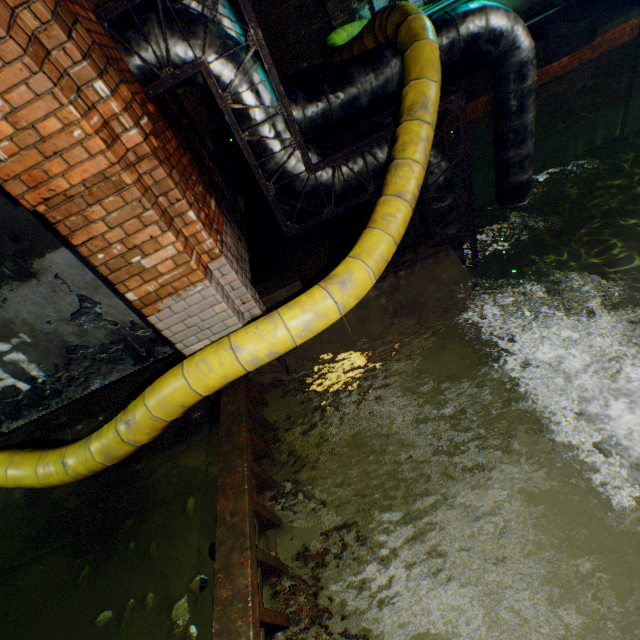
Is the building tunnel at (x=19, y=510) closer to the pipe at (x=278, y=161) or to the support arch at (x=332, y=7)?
the pipe at (x=278, y=161)

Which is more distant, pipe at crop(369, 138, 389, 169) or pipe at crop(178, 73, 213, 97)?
pipe at crop(369, 138, 389, 169)

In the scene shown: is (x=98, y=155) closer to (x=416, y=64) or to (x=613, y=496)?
(x=416, y=64)

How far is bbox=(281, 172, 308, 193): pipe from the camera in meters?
4.1 m

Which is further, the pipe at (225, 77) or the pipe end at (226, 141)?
the pipe end at (226, 141)

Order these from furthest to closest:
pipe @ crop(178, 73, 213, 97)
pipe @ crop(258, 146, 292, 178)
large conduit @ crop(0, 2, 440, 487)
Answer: pipe @ crop(258, 146, 292, 178) → pipe @ crop(178, 73, 213, 97) → large conduit @ crop(0, 2, 440, 487)

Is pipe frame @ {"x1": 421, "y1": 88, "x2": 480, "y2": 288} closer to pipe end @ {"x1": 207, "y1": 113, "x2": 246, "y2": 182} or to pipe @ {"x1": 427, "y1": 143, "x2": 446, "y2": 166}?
pipe @ {"x1": 427, "y1": 143, "x2": 446, "y2": 166}
